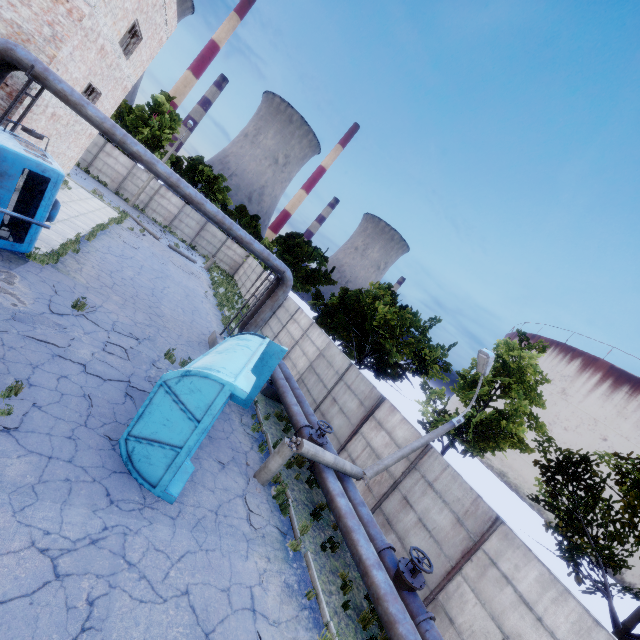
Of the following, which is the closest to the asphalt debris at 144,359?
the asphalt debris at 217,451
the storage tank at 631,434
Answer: the asphalt debris at 217,451

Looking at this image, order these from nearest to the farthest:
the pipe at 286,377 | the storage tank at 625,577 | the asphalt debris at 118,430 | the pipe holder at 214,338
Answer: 1. the asphalt debris at 118,430
2. the pipe at 286,377
3. the pipe holder at 214,338
4. the storage tank at 625,577

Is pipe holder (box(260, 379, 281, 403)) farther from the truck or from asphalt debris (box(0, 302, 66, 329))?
the truck

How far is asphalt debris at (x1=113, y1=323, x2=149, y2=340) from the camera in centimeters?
1091cm

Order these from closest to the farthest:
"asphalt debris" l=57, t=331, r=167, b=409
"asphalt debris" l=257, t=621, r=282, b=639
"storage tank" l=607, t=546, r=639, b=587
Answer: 1. "asphalt debris" l=257, t=621, r=282, b=639
2. "asphalt debris" l=57, t=331, r=167, b=409
3. "storage tank" l=607, t=546, r=639, b=587

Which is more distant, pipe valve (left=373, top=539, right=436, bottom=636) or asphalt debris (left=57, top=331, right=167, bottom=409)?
asphalt debris (left=57, top=331, right=167, bottom=409)

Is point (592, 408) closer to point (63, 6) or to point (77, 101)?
point (77, 101)

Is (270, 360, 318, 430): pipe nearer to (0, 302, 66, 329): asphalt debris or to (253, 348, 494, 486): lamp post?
(253, 348, 494, 486): lamp post
